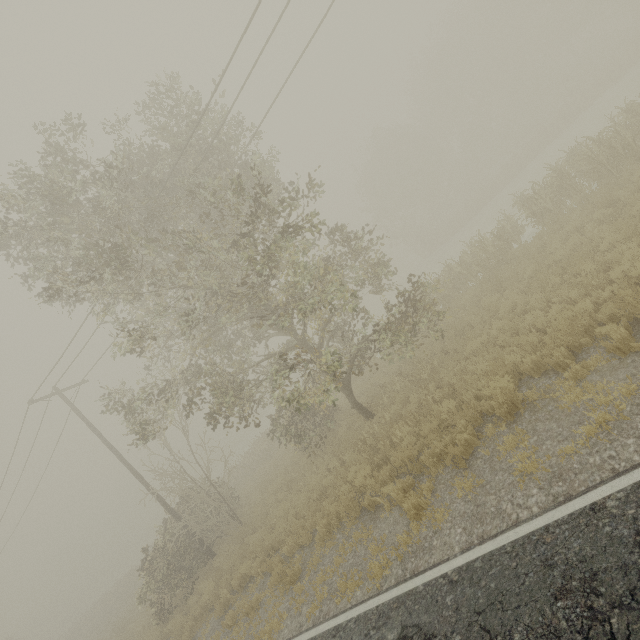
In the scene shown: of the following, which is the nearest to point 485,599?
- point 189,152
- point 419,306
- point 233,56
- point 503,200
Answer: point 419,306
